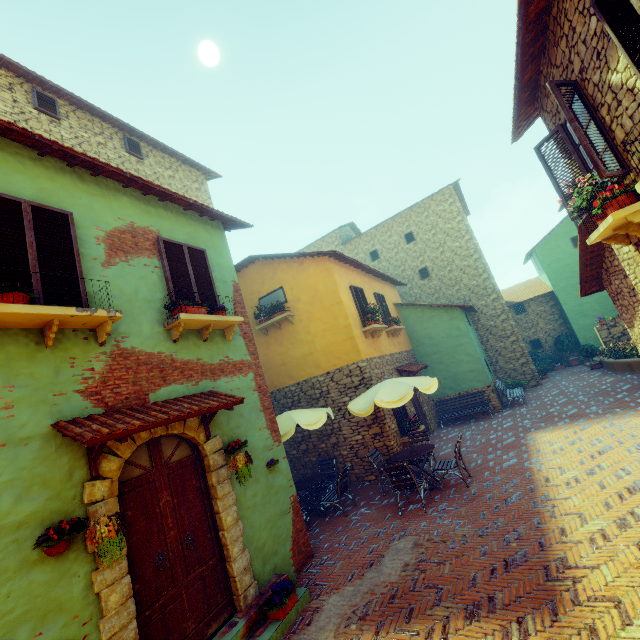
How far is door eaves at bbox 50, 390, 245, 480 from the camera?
3.7m

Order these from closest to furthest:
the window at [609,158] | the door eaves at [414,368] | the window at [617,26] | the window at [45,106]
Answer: the window at [617,26] → the window at [609,158] → the window at [45,106] → the door eaves at [414,368]

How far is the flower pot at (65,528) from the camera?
3.3 meters

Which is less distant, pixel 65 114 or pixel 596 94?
pixel 596 94

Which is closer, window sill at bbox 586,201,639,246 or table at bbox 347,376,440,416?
window sill at bbox 586,201,639,246

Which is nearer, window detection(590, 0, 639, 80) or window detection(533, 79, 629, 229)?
window detection(590, 0, 639, 80)

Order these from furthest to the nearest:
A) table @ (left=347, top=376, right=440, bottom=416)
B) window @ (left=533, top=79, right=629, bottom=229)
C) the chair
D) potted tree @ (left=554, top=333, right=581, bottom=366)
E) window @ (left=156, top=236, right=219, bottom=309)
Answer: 1. potted tree @ (left=554, top=333, right=581, bottom=366)
2. table @ (left=347, top=376, right=440, bottom=416)
3. the chair
4. window @ (left=156, top=236, right=219, bottom=309)
5. window @ (left=533, top=79, right=629, bottom=229)

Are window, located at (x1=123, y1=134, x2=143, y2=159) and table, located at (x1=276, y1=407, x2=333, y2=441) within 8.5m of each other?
no
